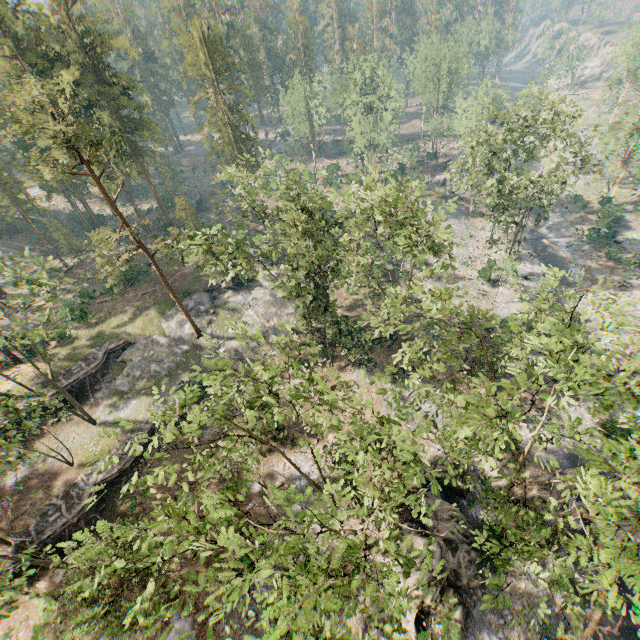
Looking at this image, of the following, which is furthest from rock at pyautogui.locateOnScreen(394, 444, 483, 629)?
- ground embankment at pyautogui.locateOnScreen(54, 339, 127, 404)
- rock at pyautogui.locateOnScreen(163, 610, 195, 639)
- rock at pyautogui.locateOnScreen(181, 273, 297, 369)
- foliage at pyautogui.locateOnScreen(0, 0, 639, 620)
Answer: ground embankment at pyautogui.locateOnScreen(54, 339, 127, 404)

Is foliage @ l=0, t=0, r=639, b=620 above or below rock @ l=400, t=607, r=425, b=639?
above

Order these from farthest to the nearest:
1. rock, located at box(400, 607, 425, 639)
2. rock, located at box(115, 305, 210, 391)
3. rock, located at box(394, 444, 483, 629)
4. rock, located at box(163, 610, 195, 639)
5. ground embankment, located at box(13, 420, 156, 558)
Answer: rock, located at box(115, 305, 210, 391) → ground embankment, located at box(13, 420, 156, 558) → rock, located at box(163, 610, 195, 639) → rock, located at box(394, 444, 483, 629) → rock, located at box(400, 607, 425, 639)

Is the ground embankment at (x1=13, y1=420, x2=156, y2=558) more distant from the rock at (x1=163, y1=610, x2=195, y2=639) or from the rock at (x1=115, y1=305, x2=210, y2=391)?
the rock at (x1=163, y1=610, x2=195, y2=639)

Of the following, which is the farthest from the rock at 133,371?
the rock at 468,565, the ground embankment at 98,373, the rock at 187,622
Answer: the rock at 187,622

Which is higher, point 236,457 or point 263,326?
point 236,457

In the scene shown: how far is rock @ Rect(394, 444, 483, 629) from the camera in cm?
1925

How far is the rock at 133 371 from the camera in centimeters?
3462cm
